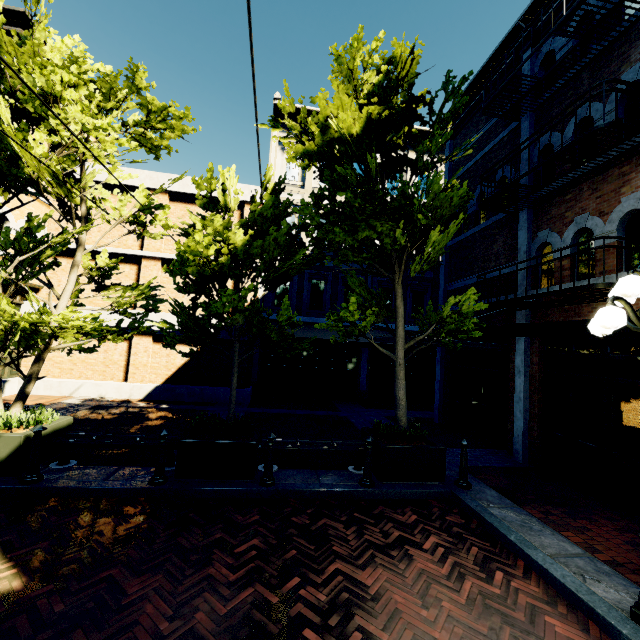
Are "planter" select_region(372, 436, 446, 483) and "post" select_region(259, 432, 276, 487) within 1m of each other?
no

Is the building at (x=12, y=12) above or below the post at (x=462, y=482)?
above

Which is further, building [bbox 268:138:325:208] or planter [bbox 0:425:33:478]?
building [bbox 268:138:325:208]

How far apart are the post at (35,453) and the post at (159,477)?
1.7m

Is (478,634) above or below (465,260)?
below

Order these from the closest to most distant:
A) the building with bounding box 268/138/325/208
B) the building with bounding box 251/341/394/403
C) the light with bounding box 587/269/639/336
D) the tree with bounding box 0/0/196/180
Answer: the light with bounding box 587/269/639/336 → the tree with bounding box 0/0/196/180 → the building with bounding box 251/341/394/403 → the building with bounding box 268/138/325/208

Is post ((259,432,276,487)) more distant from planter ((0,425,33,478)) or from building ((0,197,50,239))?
building ((0,197,50,239))

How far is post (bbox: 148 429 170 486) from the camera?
5.2m
